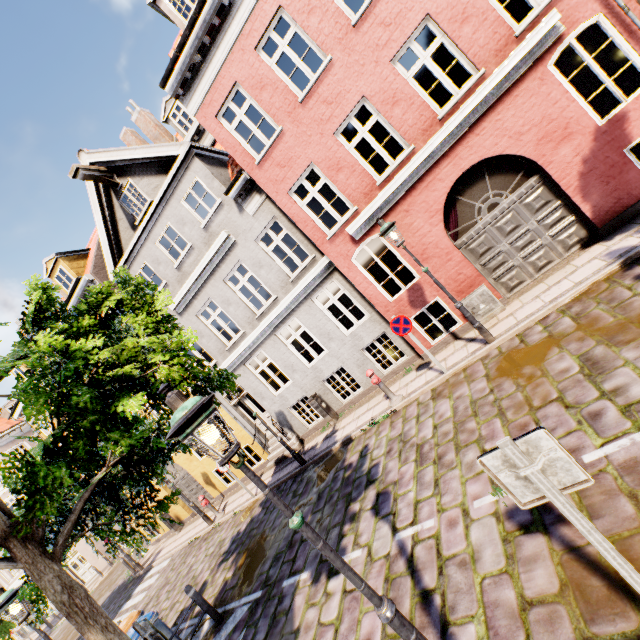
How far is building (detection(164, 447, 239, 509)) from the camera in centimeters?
1512cm

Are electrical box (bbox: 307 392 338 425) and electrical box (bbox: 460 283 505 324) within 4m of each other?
no

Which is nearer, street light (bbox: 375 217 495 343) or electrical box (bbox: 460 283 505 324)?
street light (bbox: 375 217 495 343)

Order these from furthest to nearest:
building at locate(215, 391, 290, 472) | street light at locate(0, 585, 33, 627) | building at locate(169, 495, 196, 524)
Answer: building at locate(169, 495, 196, 524)
building at locate(215, 391, 290, 472)
street light at locate(0, 585, 33, 627)

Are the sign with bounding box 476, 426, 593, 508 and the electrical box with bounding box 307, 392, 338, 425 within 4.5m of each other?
no

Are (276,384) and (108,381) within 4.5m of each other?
no

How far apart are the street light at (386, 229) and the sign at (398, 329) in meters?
1.0 m

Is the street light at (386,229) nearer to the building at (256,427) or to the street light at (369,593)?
the building at (256,427)
